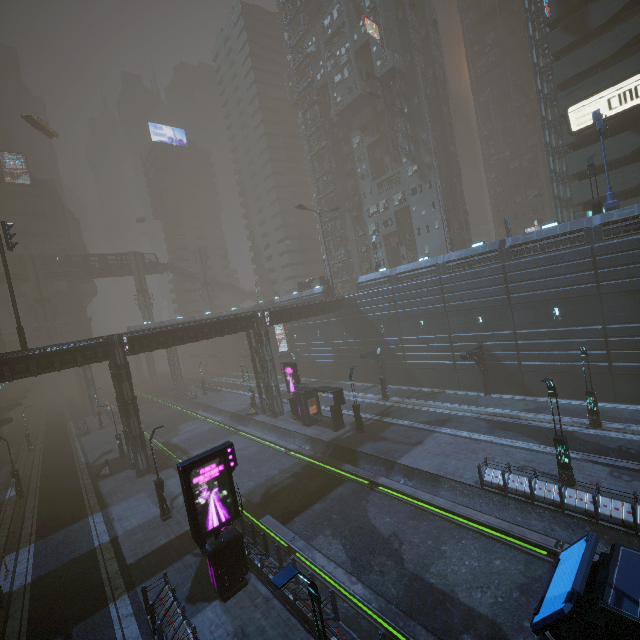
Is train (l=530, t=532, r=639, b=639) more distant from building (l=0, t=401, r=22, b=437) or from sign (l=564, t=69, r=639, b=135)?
sign (l=564, t=69, r=639, b=135)

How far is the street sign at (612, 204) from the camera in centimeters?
2250cm

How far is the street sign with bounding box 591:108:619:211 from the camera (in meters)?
22.50

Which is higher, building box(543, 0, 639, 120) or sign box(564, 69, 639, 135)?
building box(543, 0, 639, 120)

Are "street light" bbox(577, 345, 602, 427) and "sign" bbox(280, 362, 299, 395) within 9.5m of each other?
no

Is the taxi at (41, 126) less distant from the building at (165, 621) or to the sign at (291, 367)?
the building at (165, 621)

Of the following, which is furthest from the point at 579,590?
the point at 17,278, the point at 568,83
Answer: the point at 17,278

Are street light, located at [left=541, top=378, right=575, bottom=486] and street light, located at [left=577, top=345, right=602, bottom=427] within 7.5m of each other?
yes
